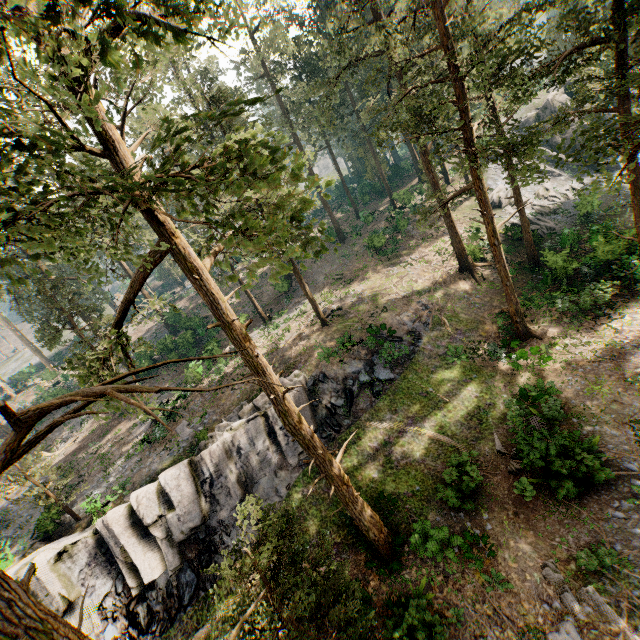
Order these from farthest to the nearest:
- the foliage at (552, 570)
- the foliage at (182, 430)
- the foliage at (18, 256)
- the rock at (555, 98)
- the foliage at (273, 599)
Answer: the rock at (555, 98) < the foliage at (182, 430) < the foliage at (552, 570) < the foliage at (273, 599) < the foliage at (18, 256)

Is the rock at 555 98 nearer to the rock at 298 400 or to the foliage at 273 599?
the foliage at 273 599

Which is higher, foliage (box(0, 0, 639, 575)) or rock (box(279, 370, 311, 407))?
foliage (box(0, 0, 639, 575))

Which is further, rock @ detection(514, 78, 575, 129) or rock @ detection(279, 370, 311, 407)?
rock @ detection(514, 78, 575, 129)

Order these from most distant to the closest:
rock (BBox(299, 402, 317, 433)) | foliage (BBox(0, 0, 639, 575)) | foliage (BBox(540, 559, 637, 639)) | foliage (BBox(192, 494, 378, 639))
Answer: rock (BBox(299, 402, 317, 433)), foliage (BBox(540, 559, 637, 639)), foliage (BBox(192, 494, 378, 639)), foliage (BBox(0, 0, 639, 575))

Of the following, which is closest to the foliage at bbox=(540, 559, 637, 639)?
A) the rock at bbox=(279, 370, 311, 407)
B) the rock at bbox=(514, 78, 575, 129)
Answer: the rock at bbox=(514, 78, 575, 129)

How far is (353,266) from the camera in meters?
35.9

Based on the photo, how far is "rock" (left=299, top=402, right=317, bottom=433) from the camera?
20.6 meters
